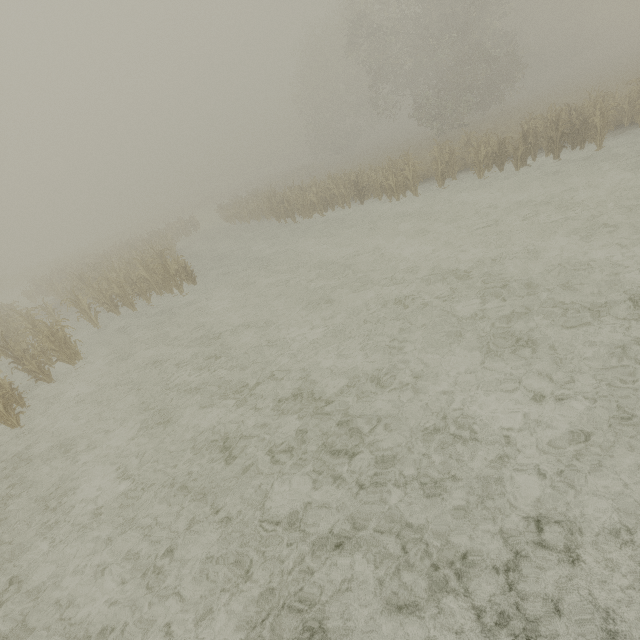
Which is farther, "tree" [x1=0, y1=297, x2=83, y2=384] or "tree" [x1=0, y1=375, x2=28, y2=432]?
"tree" [x1=0, y1=297, x2=83, y2=384]

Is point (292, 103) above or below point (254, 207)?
above

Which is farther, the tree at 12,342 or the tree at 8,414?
the tree at 12,342
